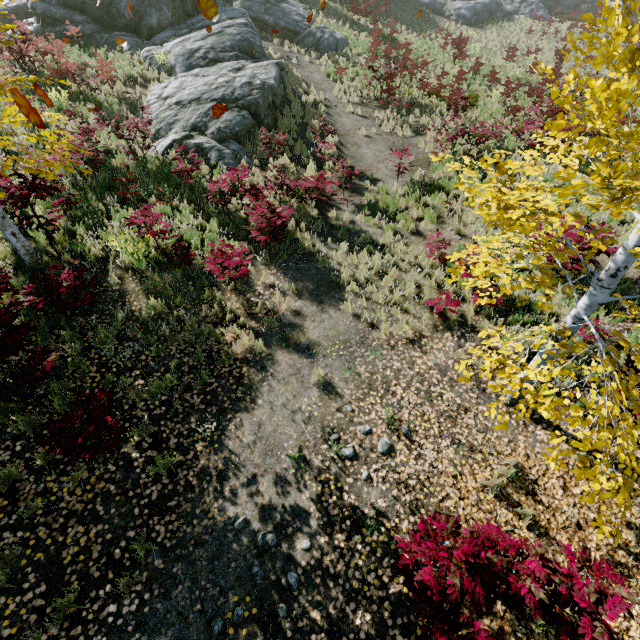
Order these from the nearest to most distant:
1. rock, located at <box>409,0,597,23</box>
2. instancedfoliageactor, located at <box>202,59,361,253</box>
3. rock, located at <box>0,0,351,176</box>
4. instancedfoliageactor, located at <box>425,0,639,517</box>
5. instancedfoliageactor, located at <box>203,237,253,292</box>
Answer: instancedfoliageactor, located at <box>425,0,639,517</box>
instancedfoliageactor, located at <box>203,237,253,292</box>
instancedfoliageactor, located at <box>202,59,361,253</box>
rock, located at <box>0,0,351,176</box>
rock, located at <box>409,0,597,23</box>

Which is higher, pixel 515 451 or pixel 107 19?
pixel 107 19

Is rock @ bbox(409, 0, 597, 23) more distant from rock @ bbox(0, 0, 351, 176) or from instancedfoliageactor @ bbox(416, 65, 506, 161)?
rock @ bbox(0, 0, 351, 176)

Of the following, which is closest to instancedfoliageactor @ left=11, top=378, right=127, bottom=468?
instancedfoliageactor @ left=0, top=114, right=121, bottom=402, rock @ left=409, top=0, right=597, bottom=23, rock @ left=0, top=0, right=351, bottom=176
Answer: instancedfoliageactor @ left=0, top=114, right=121, bottom=402

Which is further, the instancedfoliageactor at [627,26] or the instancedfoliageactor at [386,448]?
the instancedfoliageactor at [386,448]

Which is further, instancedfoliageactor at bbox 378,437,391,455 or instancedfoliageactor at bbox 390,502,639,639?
instancedfoliageactor at bbox 378,437,391,455

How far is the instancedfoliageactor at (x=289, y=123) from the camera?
8.00m
